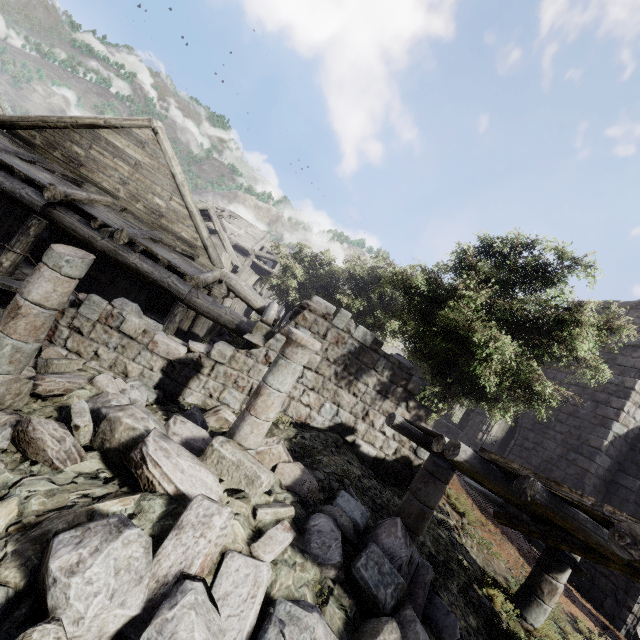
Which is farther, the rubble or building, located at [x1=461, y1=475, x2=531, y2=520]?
building, located at [x1=461, y1=475, x2=531, y2=520]

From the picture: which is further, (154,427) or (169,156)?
(169,156)

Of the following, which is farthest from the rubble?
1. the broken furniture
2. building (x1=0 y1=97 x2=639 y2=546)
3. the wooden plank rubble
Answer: the broken furniture

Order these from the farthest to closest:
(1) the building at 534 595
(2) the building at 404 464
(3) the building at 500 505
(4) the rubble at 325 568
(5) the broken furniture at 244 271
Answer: (5) the broken furniture at 244 271 < (3) the building at 500 505 < (1) the building at 534 595 < (2) the building at 404 464 < (4) the rubble at 325 568

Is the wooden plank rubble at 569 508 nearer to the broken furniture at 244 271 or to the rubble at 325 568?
the rubble at 325 568

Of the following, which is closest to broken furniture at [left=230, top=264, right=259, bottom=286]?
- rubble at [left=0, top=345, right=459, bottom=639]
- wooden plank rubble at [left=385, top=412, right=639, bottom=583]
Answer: rubble at [left=0, top=345, right=459, bottom=639]

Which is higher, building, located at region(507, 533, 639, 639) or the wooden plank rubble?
the wooden plank rubble

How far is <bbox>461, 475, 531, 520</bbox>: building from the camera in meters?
12.3 m
